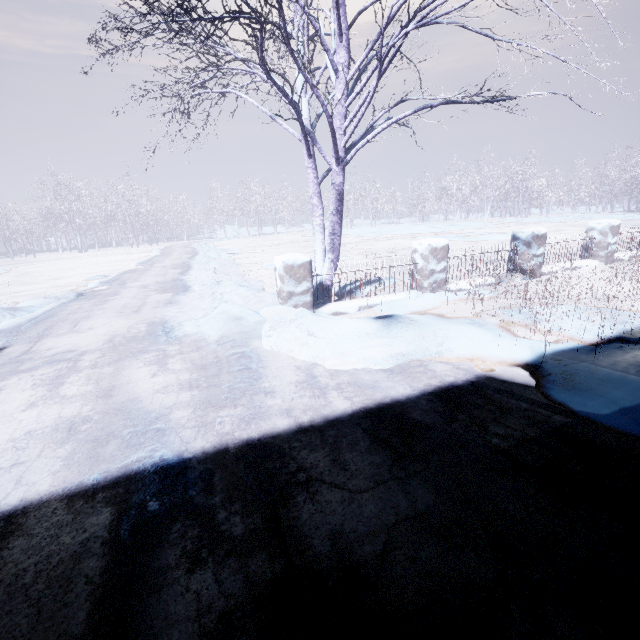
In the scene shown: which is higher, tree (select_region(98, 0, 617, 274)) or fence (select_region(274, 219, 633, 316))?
tree (select_region(98, 0, 617, 274))

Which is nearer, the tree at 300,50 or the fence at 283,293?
the tree at 300,50

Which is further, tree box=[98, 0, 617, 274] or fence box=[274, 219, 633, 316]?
fence box=[274, 219, 633, 316]

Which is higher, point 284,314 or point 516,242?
point 516,242

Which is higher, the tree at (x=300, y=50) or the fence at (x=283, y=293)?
the tree at (x=300, y=50)

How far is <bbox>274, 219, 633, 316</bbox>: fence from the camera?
4.29m
